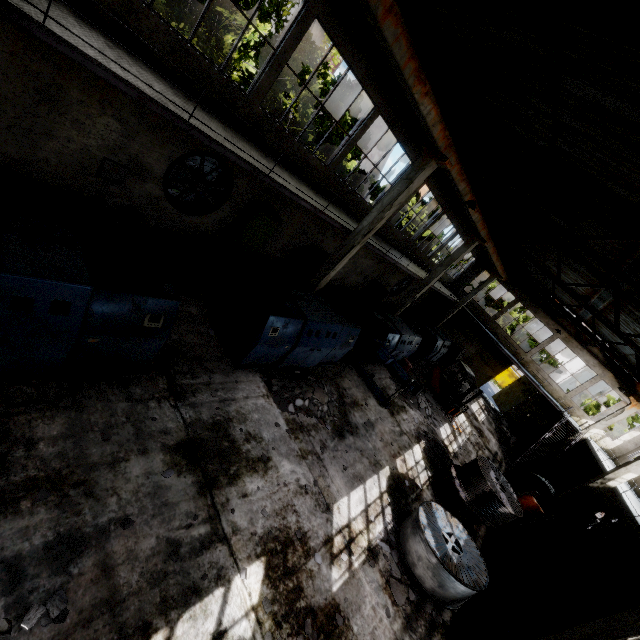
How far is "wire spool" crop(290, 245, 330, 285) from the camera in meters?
14.8

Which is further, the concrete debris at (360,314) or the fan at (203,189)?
the concrete debris at (360,314)

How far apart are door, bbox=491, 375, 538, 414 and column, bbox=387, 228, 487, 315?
15.77m

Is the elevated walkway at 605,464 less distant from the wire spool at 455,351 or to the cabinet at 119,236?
the cabinet at 119,236

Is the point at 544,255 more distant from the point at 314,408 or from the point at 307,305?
the point at 314,408

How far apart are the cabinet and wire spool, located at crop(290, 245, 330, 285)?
8.0m

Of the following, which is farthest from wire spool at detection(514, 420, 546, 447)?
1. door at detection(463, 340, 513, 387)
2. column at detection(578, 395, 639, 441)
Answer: door at detection(463, 340, 513, 387)

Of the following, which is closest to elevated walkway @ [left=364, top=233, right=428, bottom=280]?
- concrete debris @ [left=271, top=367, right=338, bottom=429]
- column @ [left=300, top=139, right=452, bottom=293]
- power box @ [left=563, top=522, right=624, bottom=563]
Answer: column @ [left=300, top=139, right=452, bottom=293]
